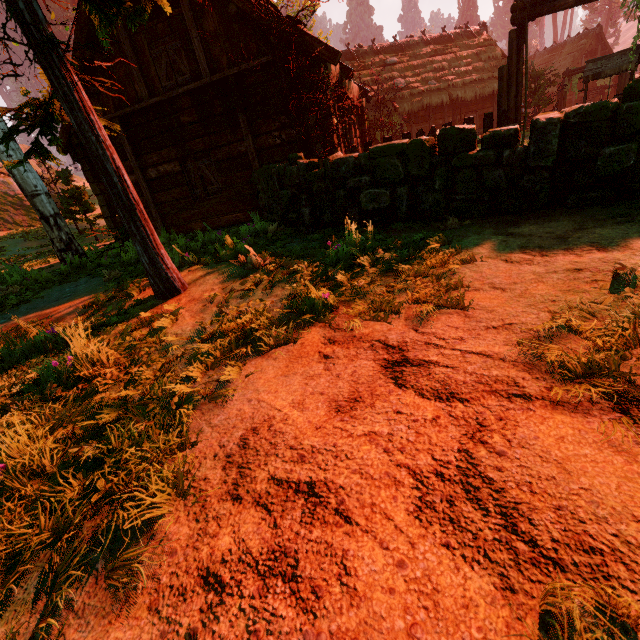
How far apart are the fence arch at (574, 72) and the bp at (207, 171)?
30.2 meters

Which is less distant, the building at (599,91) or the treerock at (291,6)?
the treerock at (291,6)

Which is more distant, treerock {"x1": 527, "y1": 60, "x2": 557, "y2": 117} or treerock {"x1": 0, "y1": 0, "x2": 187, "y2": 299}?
Result: treerock {"x1": 527, "y1": 60, "x2": 557, "y2": 117}

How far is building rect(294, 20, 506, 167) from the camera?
8.7 meters

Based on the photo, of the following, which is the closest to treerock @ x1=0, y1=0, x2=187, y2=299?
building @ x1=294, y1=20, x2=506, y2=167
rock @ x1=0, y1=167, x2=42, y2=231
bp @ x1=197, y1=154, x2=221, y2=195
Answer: building @ x1=294, y1=20, x2=506, y2=167

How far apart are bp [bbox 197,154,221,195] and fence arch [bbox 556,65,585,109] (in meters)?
30.25

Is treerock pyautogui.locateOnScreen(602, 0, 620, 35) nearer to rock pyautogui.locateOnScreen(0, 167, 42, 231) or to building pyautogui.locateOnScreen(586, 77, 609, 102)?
building pyautogui.locateOnScreen(586, 77, 609, 102)

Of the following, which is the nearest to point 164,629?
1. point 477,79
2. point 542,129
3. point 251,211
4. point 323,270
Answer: point 323,270
